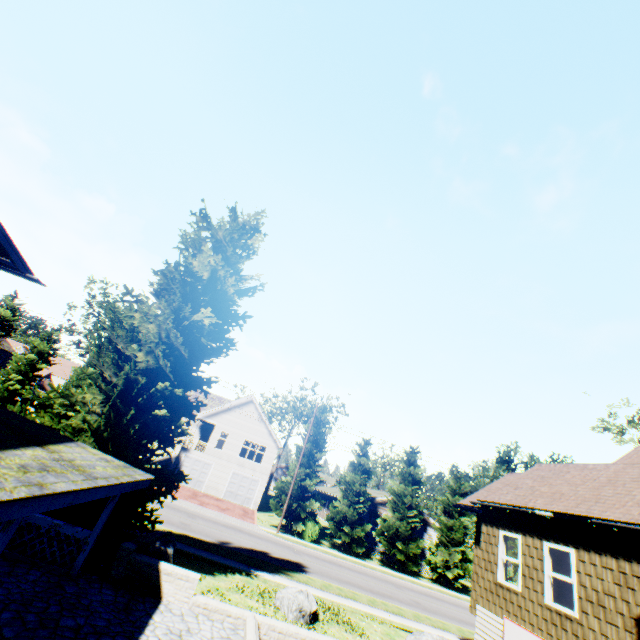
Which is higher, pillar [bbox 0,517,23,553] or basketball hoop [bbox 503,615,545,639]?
basketball hoop [bbox 503,615,545,639]

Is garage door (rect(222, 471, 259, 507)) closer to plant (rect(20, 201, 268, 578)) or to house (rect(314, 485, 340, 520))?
house (rect(314, 485, 340, 520))

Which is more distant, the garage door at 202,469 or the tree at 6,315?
the garage door at 202,469

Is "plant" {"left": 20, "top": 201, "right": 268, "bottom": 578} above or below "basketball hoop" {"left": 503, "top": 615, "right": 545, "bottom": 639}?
above

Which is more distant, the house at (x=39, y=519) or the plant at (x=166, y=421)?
the plant at (x=166, y=421)

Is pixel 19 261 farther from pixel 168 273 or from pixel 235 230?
pixel 235 230

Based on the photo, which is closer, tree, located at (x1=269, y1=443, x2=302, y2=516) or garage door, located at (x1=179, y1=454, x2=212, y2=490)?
tree, located at (x1=269, y1=443, x2=302, y2=516)

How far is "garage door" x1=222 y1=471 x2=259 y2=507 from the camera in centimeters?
3450cm
